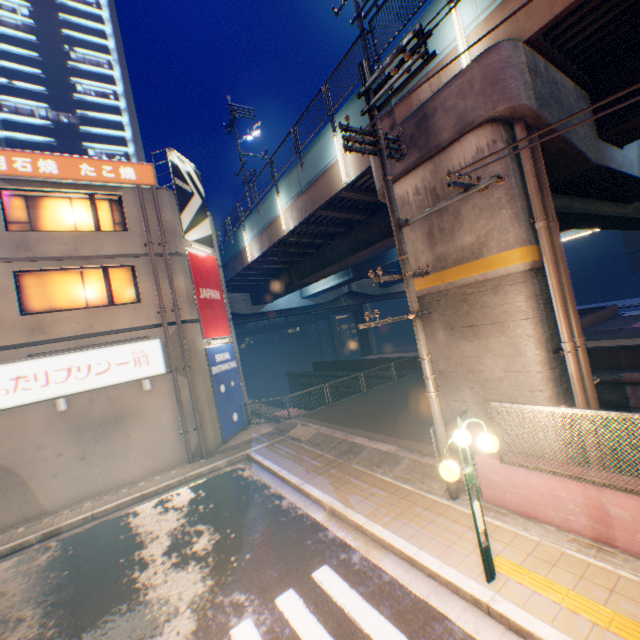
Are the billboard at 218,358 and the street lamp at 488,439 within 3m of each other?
no

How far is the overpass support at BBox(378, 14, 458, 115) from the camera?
7.9m

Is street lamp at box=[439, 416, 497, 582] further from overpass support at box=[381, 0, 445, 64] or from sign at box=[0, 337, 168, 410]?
sign at box=[0, 337, 168, 410]

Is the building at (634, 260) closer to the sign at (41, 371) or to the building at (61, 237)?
the building at (61, 237)

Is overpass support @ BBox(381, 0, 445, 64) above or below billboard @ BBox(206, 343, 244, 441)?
above

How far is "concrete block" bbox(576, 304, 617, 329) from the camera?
25.2 meters

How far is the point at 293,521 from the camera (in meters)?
7.80

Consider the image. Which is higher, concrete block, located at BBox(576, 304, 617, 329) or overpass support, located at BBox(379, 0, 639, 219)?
overpass support, located at BBox(379, 0, 639, 219)
